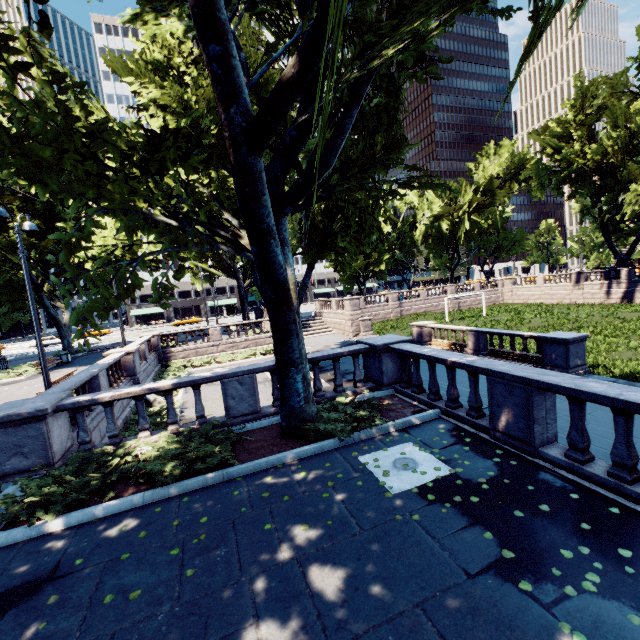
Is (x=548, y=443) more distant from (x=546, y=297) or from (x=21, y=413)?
(x=546, y=297)

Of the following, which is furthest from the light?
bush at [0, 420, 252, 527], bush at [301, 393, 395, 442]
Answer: bush at [301, 393, 395, 442]

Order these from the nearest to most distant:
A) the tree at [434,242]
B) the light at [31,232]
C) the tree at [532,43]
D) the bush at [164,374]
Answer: the tree at [532,43] < the tree at [434,242] < the light at [31,232] < the bush at [164,374]

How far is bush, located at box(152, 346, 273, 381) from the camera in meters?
22.0

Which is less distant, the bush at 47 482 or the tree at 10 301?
the bush at 47 482

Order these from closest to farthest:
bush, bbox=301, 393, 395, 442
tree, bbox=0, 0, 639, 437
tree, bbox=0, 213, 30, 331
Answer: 1. tree, bbox=0, 0, 639, 437
2. bush, bbox=301, 393, 395, 442
3. tree, bbox=0, 213, 30, 331

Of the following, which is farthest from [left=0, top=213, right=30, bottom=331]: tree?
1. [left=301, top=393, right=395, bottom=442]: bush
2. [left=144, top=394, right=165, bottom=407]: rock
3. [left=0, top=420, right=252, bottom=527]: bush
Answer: [left=144, top=394, right=165, bottom=407]: rock

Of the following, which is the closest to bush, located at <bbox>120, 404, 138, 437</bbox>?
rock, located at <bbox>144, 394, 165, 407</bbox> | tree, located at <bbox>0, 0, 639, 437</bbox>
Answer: rock, located at <bbox>144, 394, 165, 407</bbox>
